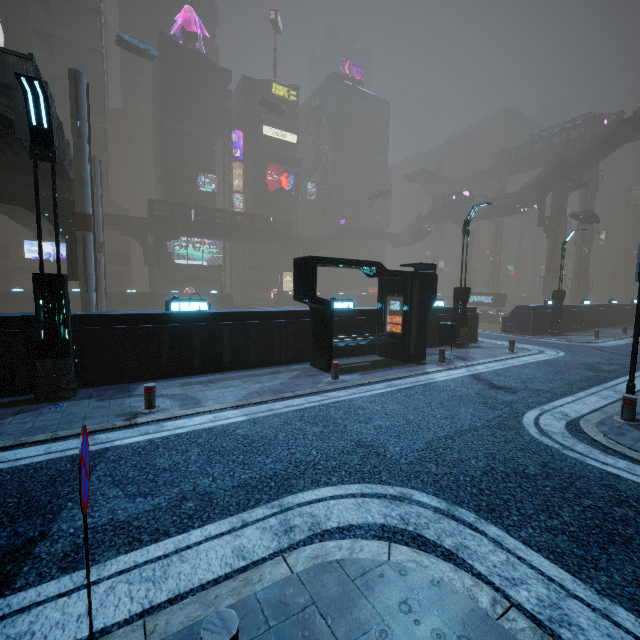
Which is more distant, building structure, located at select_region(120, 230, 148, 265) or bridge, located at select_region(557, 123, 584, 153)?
bridge, located at select_region(557, 123, 584, 153)

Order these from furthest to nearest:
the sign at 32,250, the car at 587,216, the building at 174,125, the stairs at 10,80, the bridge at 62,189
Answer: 1. the building at 174,125
2. the sign at 32,250
3. the car at 587,216
4. the bridge at 62,189
5. the stairs at 10,80

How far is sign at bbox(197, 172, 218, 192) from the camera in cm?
5662

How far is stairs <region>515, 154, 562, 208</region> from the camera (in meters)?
45.97

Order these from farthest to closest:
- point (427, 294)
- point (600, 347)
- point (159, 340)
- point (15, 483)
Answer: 1. point (600, 347)
2. point (427, 294)
3. point (159, 340)
4. point (15, 483)

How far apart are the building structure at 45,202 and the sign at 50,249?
41.46m

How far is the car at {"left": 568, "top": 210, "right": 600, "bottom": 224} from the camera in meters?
35.6

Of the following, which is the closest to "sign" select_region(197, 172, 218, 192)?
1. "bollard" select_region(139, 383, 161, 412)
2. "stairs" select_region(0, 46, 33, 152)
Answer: "stairs" select_region(0, 46, 33, 152)
